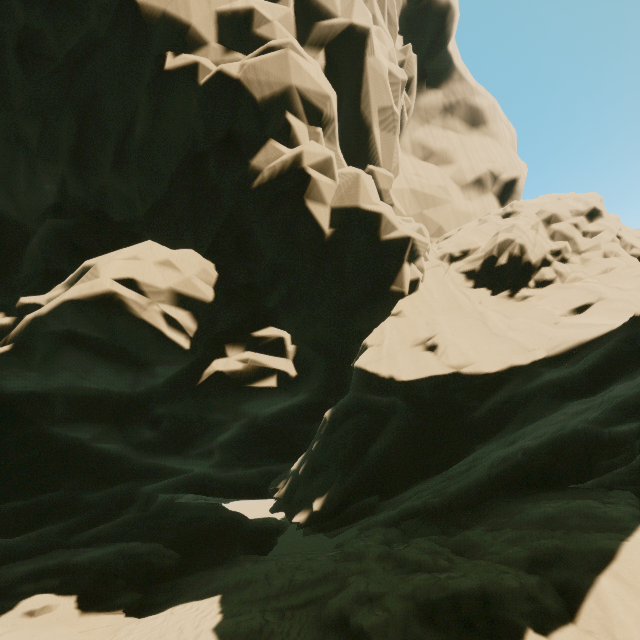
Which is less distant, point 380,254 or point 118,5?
point 118,5
